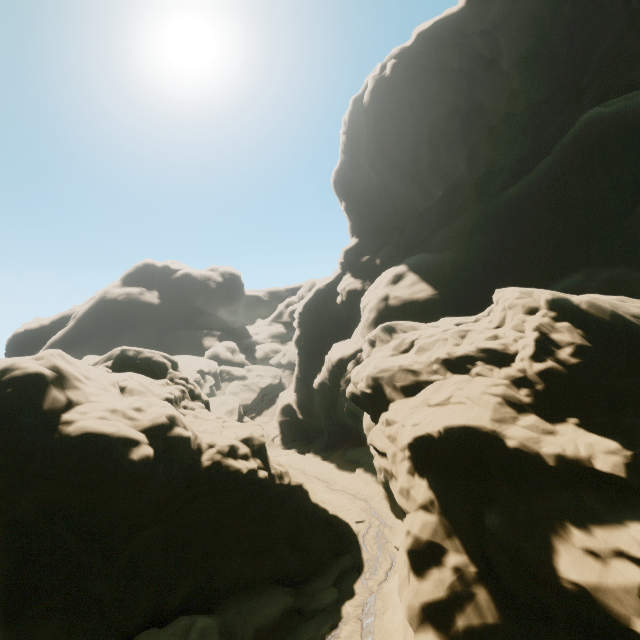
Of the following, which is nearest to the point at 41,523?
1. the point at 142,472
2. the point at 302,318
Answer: the point at 142,472
